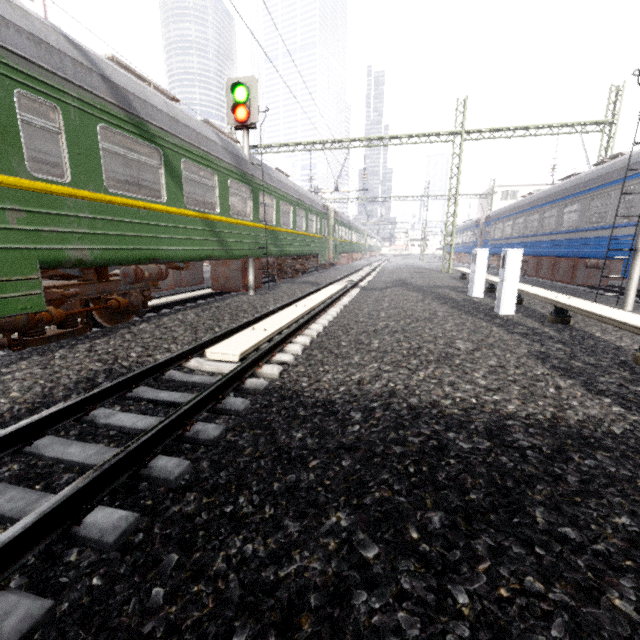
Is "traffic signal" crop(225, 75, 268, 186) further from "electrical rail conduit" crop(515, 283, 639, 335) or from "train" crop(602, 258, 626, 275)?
"train" crop(602, 258, 626, 275)

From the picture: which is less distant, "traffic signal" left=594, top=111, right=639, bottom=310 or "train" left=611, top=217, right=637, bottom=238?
"traffic signal" left=594, top=111, right=639, bottom=310

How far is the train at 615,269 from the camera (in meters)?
9.26

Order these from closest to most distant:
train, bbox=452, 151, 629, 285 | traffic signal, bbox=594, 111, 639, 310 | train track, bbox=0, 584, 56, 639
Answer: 1. train track, bbox=0, 584, 56, 639
2. traffic signal, bbox=594, 111, 639, 310
3. train, bbox=452, 151, 629, 285

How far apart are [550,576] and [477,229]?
29.6m

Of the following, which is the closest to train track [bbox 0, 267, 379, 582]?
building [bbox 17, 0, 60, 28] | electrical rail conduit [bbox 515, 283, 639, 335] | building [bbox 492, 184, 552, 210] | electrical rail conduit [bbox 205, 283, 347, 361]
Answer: electrical rail conduit [bbox 205, 283, 347, 361]

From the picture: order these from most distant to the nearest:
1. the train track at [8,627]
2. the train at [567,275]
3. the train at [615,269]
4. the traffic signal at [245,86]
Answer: the train at [567,275], the train at [615,269], the traffic signal at [245,86], the train track at [8,627]

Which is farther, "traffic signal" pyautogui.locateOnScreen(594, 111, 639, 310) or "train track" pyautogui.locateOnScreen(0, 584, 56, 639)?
"traffic signal" pyautogui.locateOnScreen(594, 111, 639, 310)
